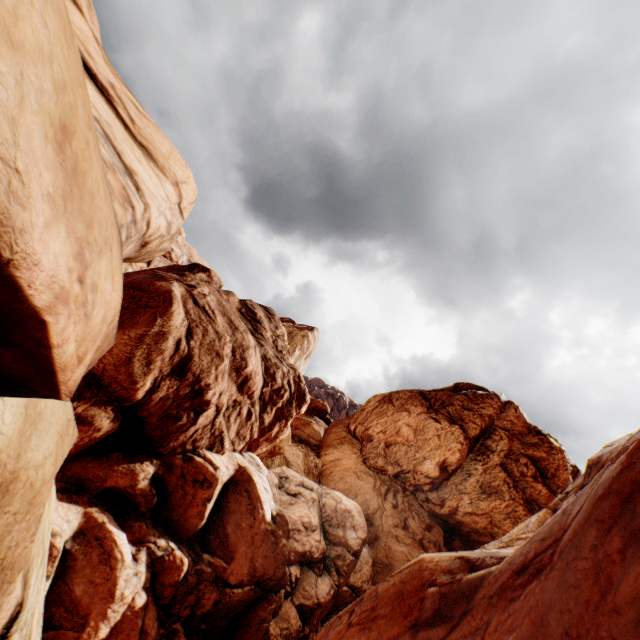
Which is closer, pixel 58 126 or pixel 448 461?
pixel 58 126
